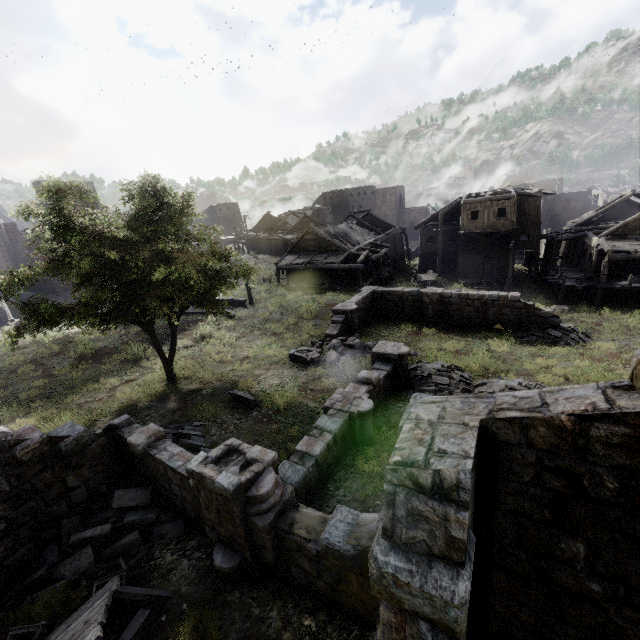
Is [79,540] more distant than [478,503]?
Yes

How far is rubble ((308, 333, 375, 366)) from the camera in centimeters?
1805cm

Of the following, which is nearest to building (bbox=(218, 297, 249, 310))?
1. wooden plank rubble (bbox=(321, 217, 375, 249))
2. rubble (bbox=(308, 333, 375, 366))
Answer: wooden plank rubble (bbox=(321, 217, 375, 249))

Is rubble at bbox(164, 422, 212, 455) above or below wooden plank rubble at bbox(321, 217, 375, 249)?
below

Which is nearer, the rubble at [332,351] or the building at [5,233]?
the rubble at [332,351]

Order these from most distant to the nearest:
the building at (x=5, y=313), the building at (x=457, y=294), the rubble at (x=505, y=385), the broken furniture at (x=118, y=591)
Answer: the building at (x=5, y=313), the building at (x=457, y=294), the rubble at (x=505, y=385), the broken furniture at (x=118, y=591)

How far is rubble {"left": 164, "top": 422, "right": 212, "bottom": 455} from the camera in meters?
11.2 m

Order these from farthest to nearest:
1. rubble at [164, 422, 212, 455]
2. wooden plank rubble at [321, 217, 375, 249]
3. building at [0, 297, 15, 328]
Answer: wooden plank rubble at [321, 217, 375, 249] < building at [0, 297, 15, 328] < rubble at [164, 422, 212, 455]
